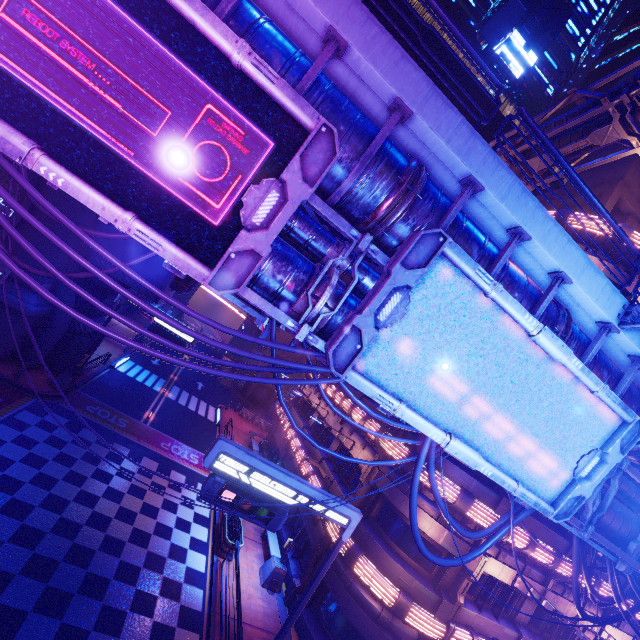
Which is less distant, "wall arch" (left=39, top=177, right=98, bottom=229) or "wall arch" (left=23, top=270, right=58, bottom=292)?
"wall arch" (left=39, top=177, right=98, bottom=229)

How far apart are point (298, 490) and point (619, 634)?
20.74m

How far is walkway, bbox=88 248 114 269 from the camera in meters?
20.8

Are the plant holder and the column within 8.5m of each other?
no

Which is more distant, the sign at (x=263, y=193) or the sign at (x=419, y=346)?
the sign at (x=419, y=346)

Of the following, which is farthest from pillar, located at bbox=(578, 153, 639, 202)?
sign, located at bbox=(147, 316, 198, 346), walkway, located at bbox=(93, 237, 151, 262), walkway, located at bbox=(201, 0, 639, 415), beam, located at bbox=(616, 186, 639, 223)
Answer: sign, located at bbox=(147, 316, 198, 346)

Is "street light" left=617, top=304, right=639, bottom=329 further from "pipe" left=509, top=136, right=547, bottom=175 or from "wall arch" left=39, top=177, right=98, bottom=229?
"wall arch" left=39, top=177, right=98, bottom=229

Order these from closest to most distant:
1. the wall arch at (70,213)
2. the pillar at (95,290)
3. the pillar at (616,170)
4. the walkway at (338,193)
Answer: the walkway at (338,193) → the pillar at (616,170) → the wall arch at (70,213) → the pillar at (95,290)
